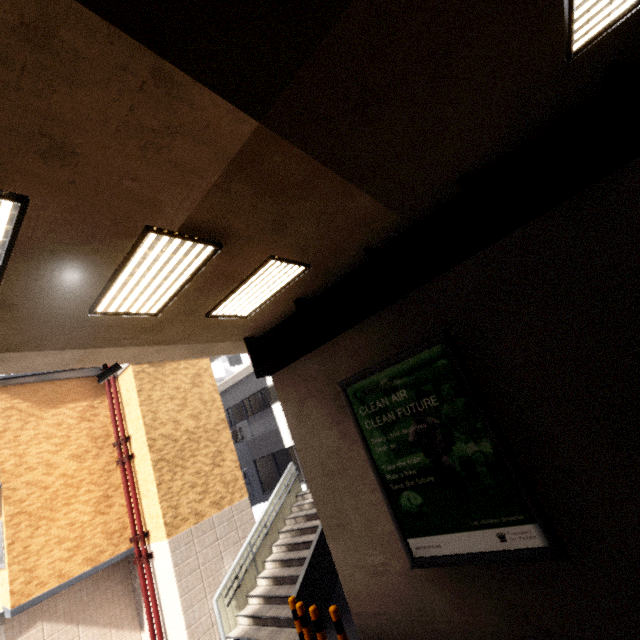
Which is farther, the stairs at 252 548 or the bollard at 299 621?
the stairs at 252 548

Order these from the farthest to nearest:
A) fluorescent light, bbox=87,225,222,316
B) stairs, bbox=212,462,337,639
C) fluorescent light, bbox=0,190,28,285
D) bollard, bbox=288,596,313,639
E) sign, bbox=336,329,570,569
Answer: stairs, bbox=212,462,337,639, bollard, bbox=288,596,313,639, sign, bbox=336,329,570,569, fluorescent light, bbox=87,225,222,316, fluorescent light, bbox=0,190,28,285

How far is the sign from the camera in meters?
4.9

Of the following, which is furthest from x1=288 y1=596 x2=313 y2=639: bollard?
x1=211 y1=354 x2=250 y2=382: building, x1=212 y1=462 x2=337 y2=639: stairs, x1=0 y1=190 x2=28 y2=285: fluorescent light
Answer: x1=211 y1=354 x2=250 y2=382: building

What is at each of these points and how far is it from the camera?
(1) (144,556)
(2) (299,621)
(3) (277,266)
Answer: (1) pipe, 9.6 meters
(2) bollard, 7.2 meters
(3) fluorescent light, 5.4 meters

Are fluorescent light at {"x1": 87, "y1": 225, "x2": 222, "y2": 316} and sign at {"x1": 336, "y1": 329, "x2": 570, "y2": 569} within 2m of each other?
no

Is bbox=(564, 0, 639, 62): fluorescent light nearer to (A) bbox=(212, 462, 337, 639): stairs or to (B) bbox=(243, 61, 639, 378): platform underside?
(B) bbox=(243, 61, 639, 378): platform underside

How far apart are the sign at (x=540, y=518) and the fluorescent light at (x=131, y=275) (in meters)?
3.64
